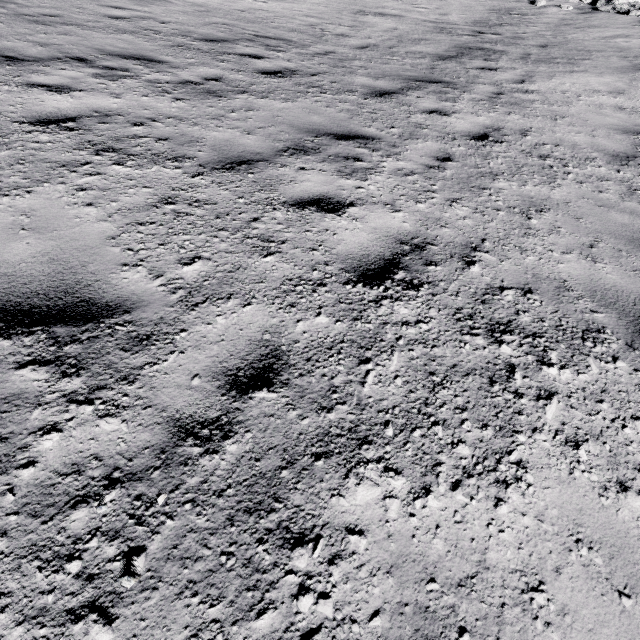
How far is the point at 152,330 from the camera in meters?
2.0
